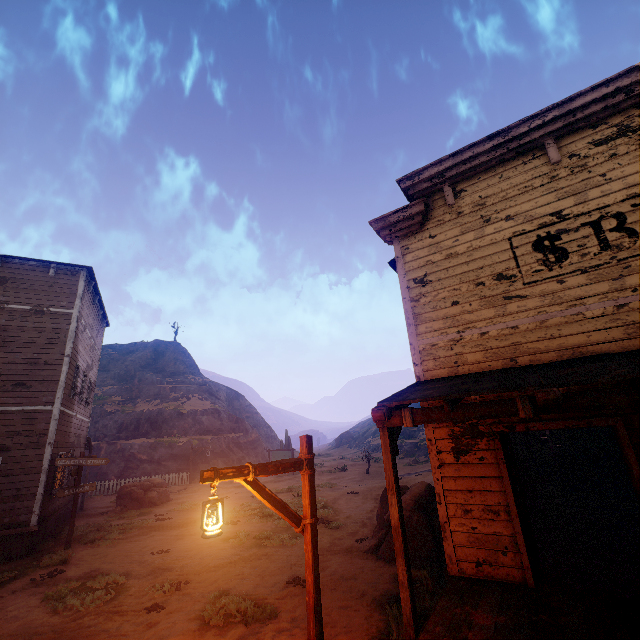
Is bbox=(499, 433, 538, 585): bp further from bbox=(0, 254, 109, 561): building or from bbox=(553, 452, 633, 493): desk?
bbox=(553, 452, 633, 493): desk

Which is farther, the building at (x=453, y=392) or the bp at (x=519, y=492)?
the bp at (x=519, y=492)

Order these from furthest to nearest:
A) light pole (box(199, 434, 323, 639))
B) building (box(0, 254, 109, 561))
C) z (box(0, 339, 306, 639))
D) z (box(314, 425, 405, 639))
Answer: building (box(0, 254, 109, 561))
z (box(0, 339, 306, 639))
z (box(314, 425, 405, 639))
light pole (box(199, 434, 323, 639))

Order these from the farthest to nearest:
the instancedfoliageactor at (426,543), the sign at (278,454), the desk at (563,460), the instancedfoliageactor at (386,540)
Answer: the sign at (278,454) → the desk at (563,460) → the instancedfoliageactor at (386,540) → the instancedfoliageactor at (426,543)

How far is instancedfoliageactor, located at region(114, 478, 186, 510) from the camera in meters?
18.1 m

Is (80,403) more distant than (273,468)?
Yes

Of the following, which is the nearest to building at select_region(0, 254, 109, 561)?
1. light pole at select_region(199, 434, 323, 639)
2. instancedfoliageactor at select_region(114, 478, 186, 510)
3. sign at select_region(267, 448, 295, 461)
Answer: light pole at select_region(199, 434, 323, 639)

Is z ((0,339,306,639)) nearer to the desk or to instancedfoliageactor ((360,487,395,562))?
instancedfoliageactor ((360,487,395,562))
